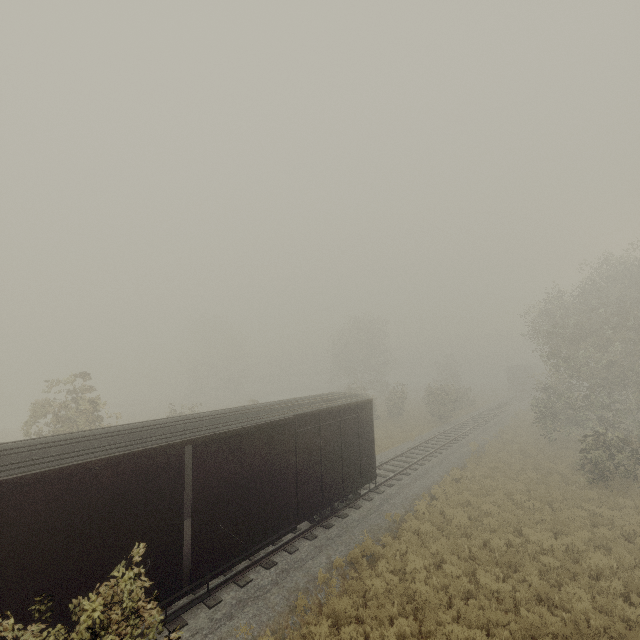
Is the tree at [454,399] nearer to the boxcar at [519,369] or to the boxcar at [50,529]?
the boxcar at [50,529]

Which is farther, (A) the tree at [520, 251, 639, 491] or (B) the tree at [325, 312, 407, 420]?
(B) the tree at [325, 312, 407, 420]

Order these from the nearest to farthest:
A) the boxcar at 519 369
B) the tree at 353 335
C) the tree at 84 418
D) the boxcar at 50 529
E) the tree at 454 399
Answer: the boxcar at 50 529 → the tree at 84 418 → the tree at 454 399 → the tree at 353 335 → the boxcar at 519 369

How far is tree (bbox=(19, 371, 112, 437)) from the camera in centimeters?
1583cm

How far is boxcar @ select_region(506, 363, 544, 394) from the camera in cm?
5088

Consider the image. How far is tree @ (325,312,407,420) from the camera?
37.28m

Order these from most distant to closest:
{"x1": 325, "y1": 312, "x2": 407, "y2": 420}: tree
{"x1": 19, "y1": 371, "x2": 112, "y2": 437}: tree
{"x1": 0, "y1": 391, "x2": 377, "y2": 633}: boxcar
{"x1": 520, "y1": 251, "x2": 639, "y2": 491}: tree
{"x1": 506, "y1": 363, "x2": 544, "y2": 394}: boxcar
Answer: {"x1": 506, "y1": 363, "x2": 544, "y2": 394}: boxcar → {"x1": 325, "y1": 312, "x2": 407, "y2": 420}: tree → {"x1": 520, "y1": 251, "x2": 639, "y2": 491}: tree → {"x1": 19, "y1": 371, "x2": 112, "y2": 437}: tree → {"x1": 0, "y1": 391, "x2": 377, "y2": 633}: boxcar

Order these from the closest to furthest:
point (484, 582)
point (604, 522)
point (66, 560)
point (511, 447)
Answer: point (66, 560)
point (484, 582)
point (604, 522)
point (511, 447)
